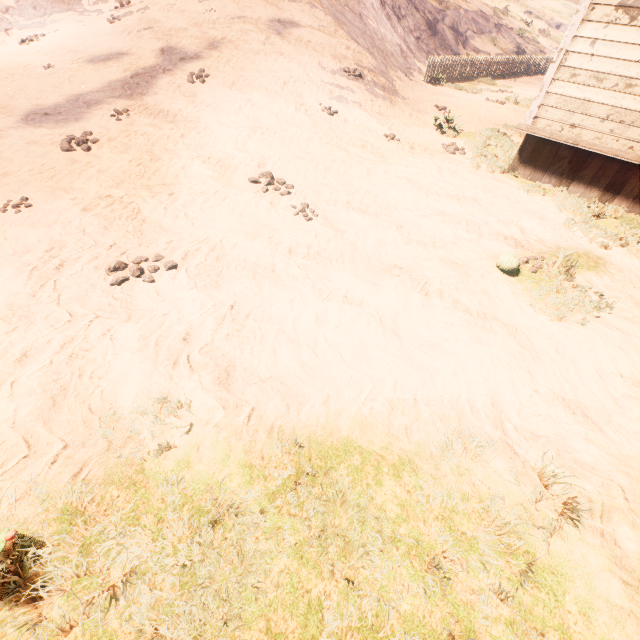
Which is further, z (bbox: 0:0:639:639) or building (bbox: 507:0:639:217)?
building (bbox: 507:0:639:217)

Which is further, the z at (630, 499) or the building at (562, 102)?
the building at (562, 102)

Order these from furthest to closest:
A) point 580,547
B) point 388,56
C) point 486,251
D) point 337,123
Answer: point 388,56 → point 337,123 → point 486,251 → point 580,547
